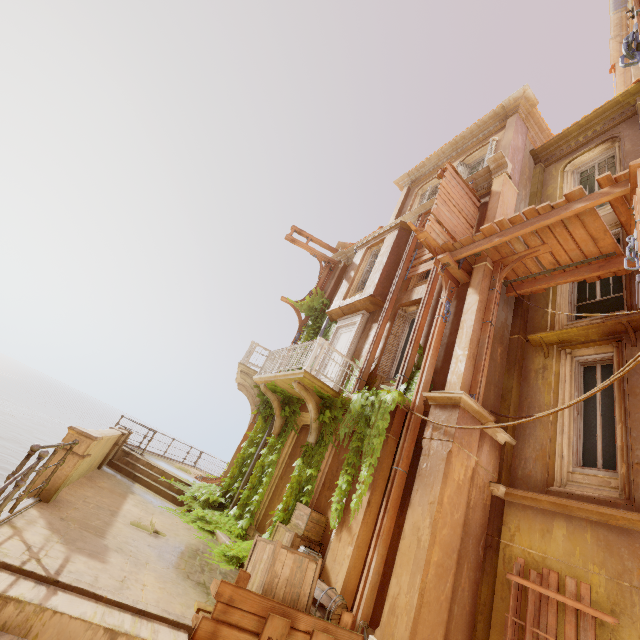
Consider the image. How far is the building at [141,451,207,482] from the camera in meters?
12.5

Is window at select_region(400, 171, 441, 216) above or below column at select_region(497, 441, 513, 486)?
above

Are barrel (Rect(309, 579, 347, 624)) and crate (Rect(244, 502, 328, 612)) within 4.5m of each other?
yes

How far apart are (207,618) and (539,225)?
8.8 meters

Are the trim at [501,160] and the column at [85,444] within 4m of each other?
no

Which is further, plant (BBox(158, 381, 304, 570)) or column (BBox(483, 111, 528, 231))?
column (BBox(483, 111, 528, 231))

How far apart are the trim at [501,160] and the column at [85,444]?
12.7m

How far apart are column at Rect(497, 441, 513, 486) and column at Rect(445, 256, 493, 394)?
1.5 meters
